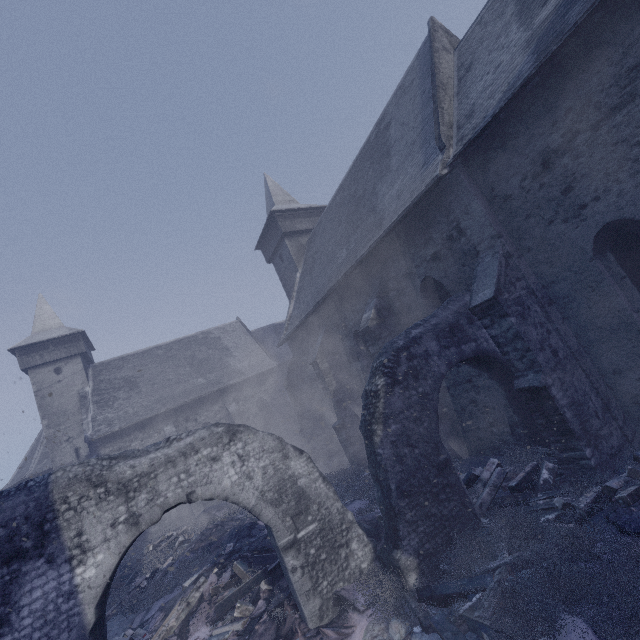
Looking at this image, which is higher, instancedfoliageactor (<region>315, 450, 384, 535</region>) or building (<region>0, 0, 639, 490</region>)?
building (<region>0, 0, 639, 490</region>)

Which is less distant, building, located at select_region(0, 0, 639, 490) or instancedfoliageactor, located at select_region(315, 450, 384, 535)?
building, located at select_region(0, 0, 639, 490)

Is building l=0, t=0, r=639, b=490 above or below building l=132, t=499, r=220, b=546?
above

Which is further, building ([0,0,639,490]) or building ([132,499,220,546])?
building ([132,499,220,546])

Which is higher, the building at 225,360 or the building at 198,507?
the building at 225,360

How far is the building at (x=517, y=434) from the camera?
8.48m

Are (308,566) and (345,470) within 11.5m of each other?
yes

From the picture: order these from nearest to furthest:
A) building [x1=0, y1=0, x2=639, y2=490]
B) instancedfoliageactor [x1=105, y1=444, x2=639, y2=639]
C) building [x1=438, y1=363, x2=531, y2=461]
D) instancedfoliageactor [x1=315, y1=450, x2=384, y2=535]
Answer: instancedfoliageactor [x1=105, y1=444, x2=639, y2=639] → building [x1=0, y1=0, x2=639, y2=490] → instancedfoliageactor [x1=315, y1=450, x2=384, y2=535] → building [x1=438, y1=363, x2=531, y2=461]
